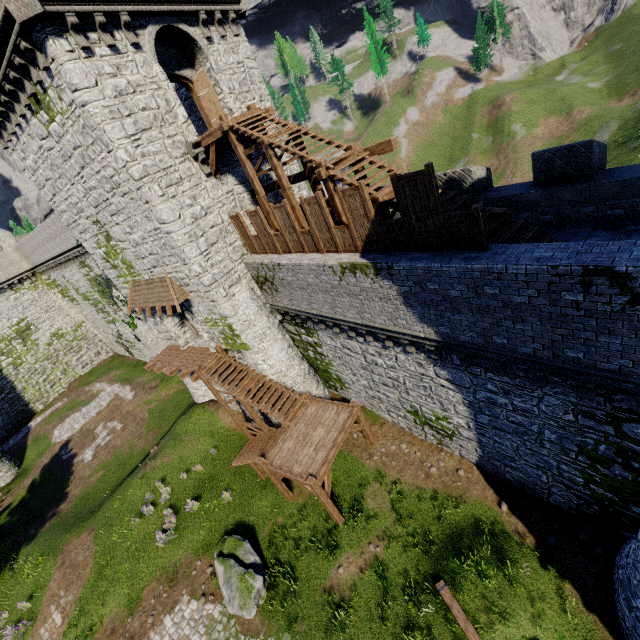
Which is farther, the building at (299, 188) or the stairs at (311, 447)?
the building at (299, 188)

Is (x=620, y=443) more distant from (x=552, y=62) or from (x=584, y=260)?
(x=552, y=62)

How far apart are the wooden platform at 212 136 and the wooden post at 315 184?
3.3 meters

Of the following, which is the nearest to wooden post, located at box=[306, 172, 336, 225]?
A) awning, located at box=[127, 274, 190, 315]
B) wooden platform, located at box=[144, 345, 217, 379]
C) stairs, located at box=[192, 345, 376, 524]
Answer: stairs, located at box=[192, 345, 376, 524]

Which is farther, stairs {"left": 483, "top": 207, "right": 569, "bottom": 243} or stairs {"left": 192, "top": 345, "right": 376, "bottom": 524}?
stairs {"left": 192, "top": 345, "right": 376, "bottom": 524}

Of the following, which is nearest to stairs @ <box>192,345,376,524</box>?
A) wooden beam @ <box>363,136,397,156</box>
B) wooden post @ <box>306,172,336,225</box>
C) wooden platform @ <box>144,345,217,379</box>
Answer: wooden platform @ <box>144,345,217,379</box>

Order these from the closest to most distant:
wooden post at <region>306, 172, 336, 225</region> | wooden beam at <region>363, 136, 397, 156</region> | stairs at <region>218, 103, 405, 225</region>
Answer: stairs at <region>218, 103, 405, 225</region> < wooden beam at <region>363, 136, 397, 156</region> < wooden post at <region>306, 172, 336, 225</region>

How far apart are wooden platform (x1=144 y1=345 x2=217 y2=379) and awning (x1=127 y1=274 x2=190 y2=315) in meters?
3.1
